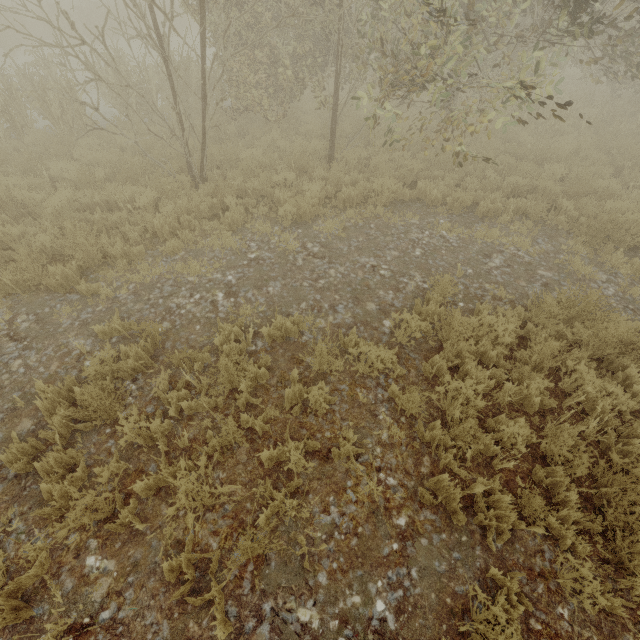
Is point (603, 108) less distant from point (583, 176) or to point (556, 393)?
point (583, 176)
